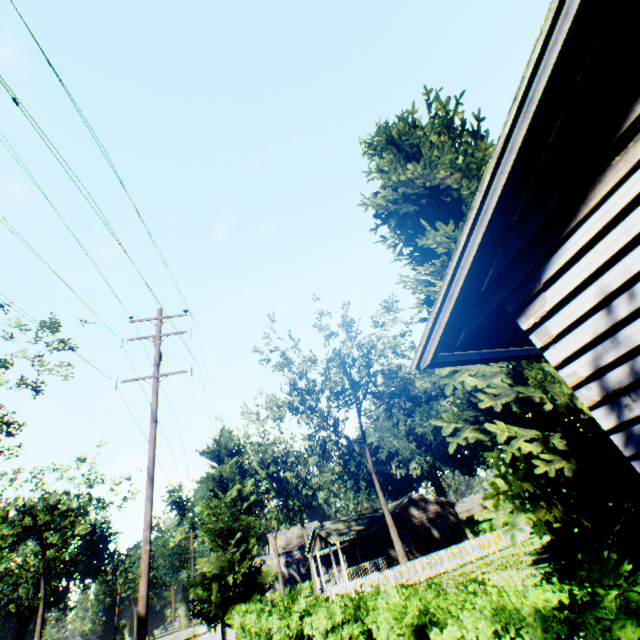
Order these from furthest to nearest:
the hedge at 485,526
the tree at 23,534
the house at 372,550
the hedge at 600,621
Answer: the hedge at 485,526
the tree at 23,534
the house at 372,550
the hedge at 600,621

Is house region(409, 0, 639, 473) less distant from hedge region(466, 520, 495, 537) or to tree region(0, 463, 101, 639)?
hedge region(466, 520, 495, 537)

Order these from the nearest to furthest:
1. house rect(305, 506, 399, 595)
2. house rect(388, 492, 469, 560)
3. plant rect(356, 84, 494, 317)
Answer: plant rect(356, 84, 494, 317) < house rect(305, 506, 399, 595) < house rect(388, 492, 469, 560)

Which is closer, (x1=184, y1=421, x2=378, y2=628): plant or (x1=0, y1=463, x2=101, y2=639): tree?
(x1=184, y1=421, x2=378, y2=628): plant

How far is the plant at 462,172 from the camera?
11.3m

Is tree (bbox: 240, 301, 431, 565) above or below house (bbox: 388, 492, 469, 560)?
above

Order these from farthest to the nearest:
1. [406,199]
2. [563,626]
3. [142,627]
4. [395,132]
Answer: [395,132], [406,199], [142,627], [563,626]

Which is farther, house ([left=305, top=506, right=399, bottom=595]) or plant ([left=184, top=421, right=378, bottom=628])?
house ([left=305, top=506, right=399, bottom=595])
